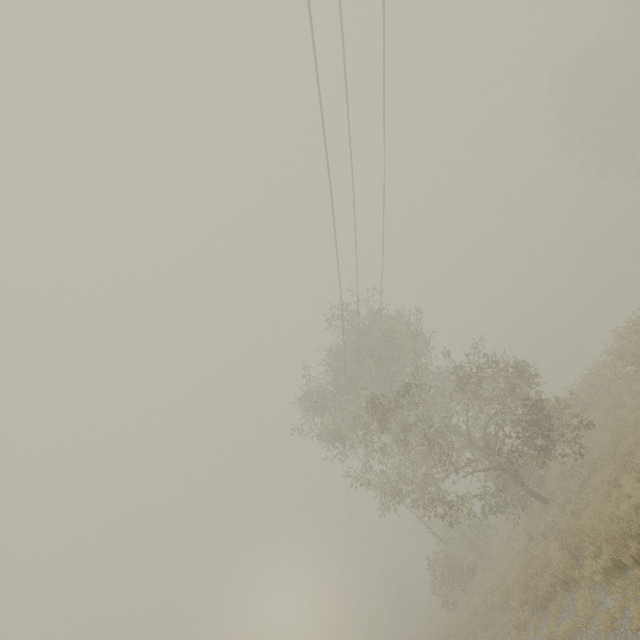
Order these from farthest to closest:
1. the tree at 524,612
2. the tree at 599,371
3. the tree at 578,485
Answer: the tree at 599,371 → the tree at 578,485 → the tree at 524,612

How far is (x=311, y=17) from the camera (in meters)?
7.47

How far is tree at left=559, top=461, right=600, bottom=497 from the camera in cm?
1155

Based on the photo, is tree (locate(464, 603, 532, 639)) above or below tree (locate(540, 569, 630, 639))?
below

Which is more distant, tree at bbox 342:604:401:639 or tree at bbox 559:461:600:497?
tree at bbox 342:604:401:639

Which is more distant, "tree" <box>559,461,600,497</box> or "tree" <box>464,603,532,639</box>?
"tree" <box>559,461,600,497</box>

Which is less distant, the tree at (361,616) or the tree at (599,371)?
the tree at (599,371)
